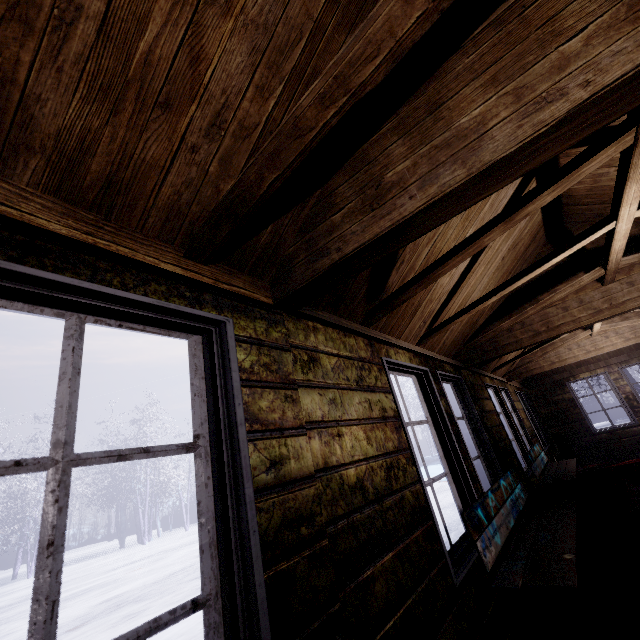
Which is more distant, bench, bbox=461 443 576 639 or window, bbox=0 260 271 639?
bench, bbox=461 443 576 639

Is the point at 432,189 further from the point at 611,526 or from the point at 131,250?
the point at 611,526

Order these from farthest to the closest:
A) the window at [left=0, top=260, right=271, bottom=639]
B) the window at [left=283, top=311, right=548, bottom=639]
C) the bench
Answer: the bench, the window at [left=283, top=311, right=548, bottom=639], the window at [left=0, top=260, right=271, bottom=639]

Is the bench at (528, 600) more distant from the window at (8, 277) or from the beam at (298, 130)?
the beam at (298, 130)

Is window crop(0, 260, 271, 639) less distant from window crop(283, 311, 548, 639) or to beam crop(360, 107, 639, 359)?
window crop(283, 311, 548, 639)

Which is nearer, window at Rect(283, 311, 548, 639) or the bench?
window at Rect(283, 311, 548, 639)

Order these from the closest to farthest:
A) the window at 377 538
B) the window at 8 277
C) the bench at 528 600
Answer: the window at 8 277, the window at 377 538, the bench at 528 600

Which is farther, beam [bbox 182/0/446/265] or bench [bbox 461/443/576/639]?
bench [bbox 461/443/576/639]
